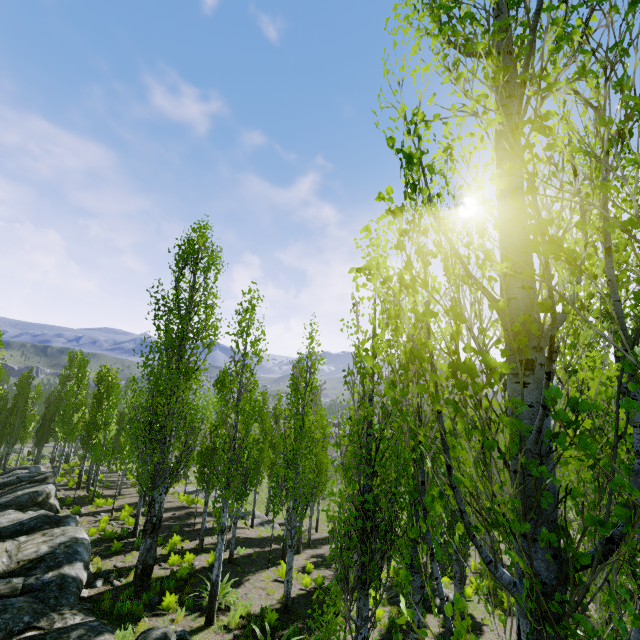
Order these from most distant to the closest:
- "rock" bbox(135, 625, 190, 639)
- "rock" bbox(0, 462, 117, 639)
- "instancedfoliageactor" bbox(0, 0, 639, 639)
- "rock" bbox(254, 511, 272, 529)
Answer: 1. "rock" bbox(254, 511, 272, 529)
2. "rock" bbox(0, 462, 117, 639)
3. "rock" bbox(135, 625, 190, 639)
4. "instancedfoliageactor" bbox(0, 0, 639, 639)

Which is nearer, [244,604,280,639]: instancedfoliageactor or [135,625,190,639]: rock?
[135,625,190,639]: rock

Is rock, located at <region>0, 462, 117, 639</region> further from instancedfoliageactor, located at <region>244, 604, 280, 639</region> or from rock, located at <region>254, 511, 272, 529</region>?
rock, located at <region>254, 511, 272, 529</region>

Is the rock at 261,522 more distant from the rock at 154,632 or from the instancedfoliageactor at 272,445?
the rock at 154,632

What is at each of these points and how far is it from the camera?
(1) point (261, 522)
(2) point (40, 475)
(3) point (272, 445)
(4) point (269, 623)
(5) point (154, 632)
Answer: (1) rock, 26.7 meters
(2) rock, 21.5 meters
(3) instancedfoliageactor, 31.9 meters
(4) instancedfoliageactor, 10.3 meters
(5) rock, 7.9 meters

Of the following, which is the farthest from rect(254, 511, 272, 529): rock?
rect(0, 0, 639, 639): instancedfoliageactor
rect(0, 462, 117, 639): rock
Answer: rect(0, 462, 117, 639): rock

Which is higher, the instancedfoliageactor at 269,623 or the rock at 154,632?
the rock at 154,632
